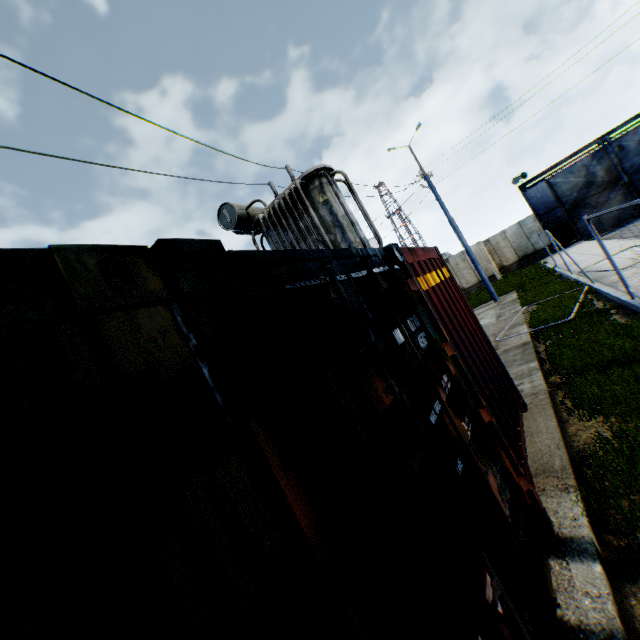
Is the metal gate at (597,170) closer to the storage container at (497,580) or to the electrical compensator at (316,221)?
the electrical compensator at (316,221)

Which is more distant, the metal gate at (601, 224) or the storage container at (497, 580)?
the metal gate at (601, 224)

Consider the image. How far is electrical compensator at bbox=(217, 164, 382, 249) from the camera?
7.96m

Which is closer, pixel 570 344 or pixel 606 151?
pixel 570 344

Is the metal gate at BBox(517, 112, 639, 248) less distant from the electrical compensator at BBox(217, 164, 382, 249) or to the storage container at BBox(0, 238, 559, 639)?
the electrical compensator at BBox(217, 164, 382, 249)

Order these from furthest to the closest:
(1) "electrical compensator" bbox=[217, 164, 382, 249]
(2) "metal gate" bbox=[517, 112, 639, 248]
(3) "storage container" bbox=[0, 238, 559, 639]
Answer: (2) "metal gate" bbox=[517, 112, 639, 248]
(1) "electrical compensator" bbox=[217, 164, 382, 249]
(3) "storage container" bbox=[0, 238, 559, 639]
